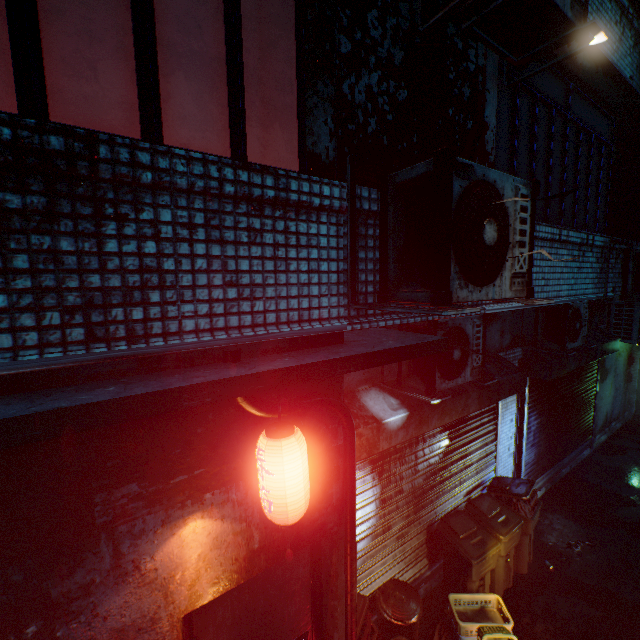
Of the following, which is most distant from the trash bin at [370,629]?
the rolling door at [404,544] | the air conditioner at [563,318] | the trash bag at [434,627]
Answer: the air conditioner at [563,318]

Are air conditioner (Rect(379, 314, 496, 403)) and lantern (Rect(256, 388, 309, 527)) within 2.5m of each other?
yes

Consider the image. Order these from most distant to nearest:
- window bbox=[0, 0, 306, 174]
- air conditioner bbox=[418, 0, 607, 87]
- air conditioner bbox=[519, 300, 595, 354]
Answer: air conditioner bbox=[519, 300, 595, 354] → air conditioner bbox=[418, 0, 607, 87] → window bbox=[0, 0, 306, 174]

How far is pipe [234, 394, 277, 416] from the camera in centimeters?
174cm

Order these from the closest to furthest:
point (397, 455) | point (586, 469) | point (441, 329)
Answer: point (441, 329)
point (397, 455)
point (586, 469)

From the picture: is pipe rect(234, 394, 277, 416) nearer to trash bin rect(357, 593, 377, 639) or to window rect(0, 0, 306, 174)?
trash bin rect(357, 593, 377, 639)

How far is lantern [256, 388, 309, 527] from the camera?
1.6 meters

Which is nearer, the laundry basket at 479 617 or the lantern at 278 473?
the lantern at 278 473
